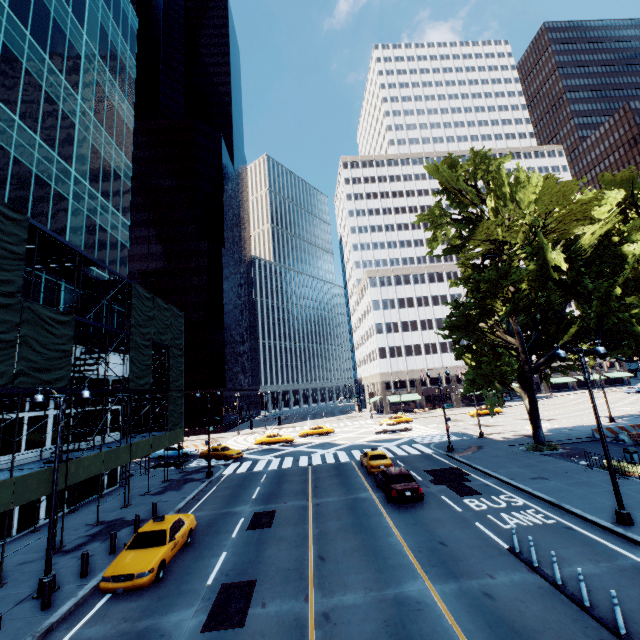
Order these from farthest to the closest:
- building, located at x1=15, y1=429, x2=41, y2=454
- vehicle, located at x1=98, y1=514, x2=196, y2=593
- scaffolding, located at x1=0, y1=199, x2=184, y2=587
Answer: building, located at x1=15, y1=429, x2=41, y2=454
scaffolding, located at x1=0, y1=199, x2=184, y2=587
vehicle, located at x1=98, y1=514, x2=196, y2=593

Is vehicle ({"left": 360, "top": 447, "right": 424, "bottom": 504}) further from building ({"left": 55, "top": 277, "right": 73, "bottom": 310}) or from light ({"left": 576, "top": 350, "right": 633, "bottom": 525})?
building ({"left": 55, "top": 277, "right": 73, "bottom": 310})

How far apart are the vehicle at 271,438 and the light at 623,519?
34.0 meters

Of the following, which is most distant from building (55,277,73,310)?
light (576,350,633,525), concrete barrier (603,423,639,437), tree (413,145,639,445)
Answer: concrete barrier (603,423,639,437)

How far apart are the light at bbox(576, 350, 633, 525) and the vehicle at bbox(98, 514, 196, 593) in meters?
18.1

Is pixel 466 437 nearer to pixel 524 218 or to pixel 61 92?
pixel 524 218

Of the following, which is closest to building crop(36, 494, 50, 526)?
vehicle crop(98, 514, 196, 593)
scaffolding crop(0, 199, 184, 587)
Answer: scaffolding crop(0, 199, 184, 587)

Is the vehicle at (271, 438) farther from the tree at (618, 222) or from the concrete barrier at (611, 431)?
the concrete barrier at (611, 431)
